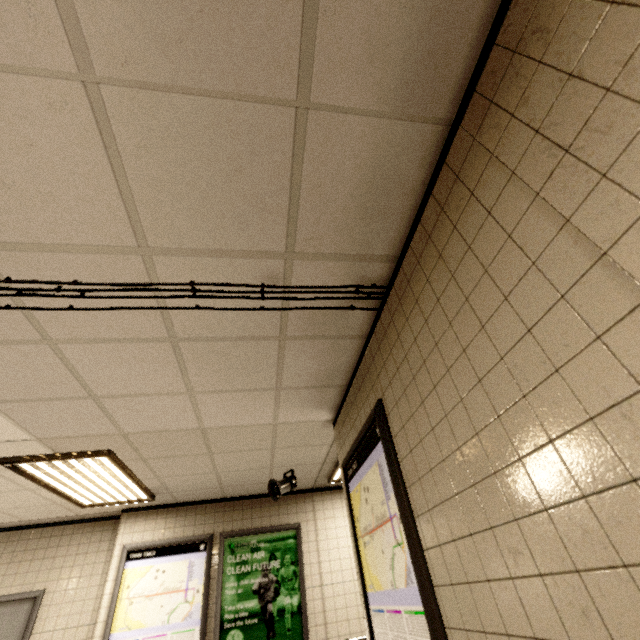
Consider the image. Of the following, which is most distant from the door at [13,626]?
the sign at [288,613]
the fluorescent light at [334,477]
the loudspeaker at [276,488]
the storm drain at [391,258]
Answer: the fluorescent light at [334,477]

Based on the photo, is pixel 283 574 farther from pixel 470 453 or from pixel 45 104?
pixel 45 104

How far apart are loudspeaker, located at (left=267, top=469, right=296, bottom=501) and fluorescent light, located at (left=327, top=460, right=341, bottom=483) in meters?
0.6 m

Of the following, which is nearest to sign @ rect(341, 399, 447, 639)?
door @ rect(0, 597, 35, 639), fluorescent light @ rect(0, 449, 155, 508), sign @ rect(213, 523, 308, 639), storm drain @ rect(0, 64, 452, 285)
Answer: storm drain @ rect(0, 64, 452, 285)

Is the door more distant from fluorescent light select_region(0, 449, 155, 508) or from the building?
the building

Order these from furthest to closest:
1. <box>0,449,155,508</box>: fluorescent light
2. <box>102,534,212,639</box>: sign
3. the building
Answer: <box>102,534,212,639</box>: sign, <box>0,449,155,508</box>: fluorescent light, the building

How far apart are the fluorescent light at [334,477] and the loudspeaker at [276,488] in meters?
0.6 m

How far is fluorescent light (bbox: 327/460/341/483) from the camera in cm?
476
